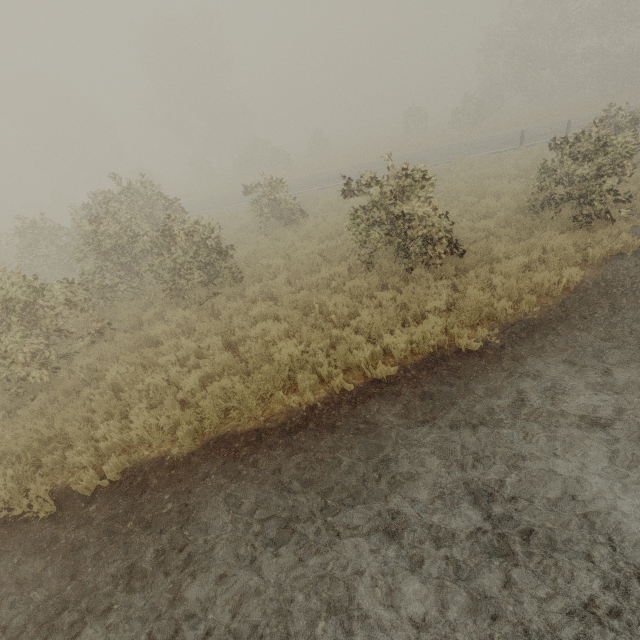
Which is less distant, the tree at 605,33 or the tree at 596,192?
the tree at 596,192

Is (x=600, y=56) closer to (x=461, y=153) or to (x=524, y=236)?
(x=461, y=153)

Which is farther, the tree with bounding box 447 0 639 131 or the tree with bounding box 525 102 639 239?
the tree with bounding box 447 0 639 131
